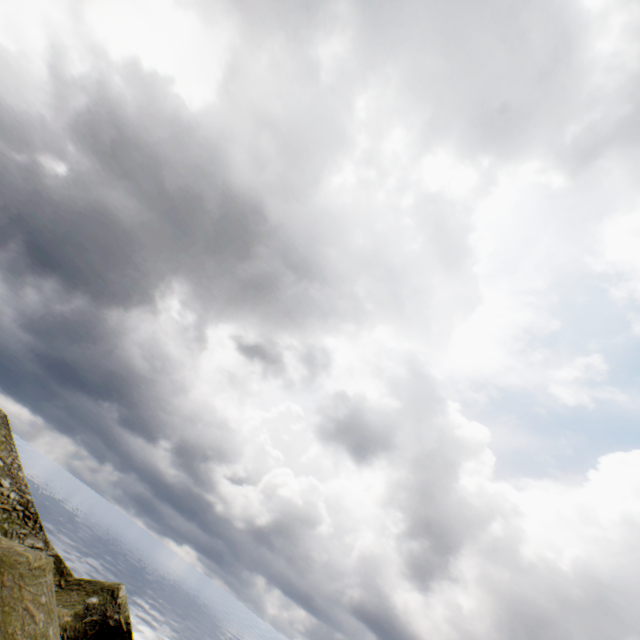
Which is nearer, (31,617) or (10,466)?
(31,617)
